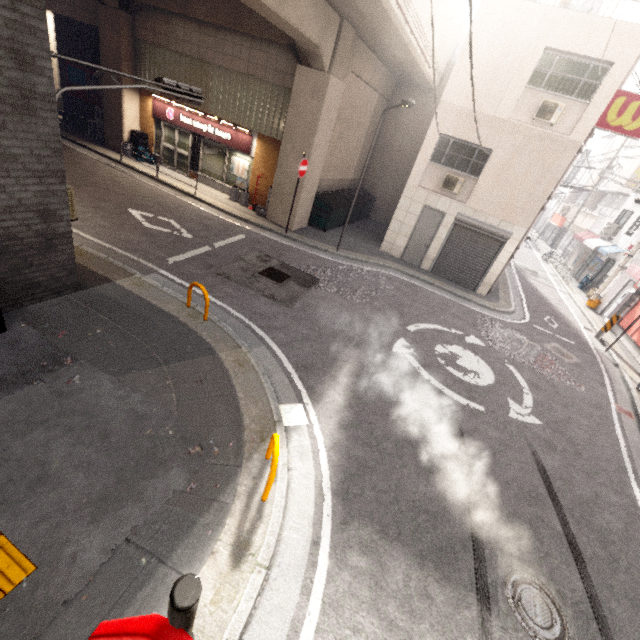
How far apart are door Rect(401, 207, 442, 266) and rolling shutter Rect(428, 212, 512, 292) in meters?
0.4 m

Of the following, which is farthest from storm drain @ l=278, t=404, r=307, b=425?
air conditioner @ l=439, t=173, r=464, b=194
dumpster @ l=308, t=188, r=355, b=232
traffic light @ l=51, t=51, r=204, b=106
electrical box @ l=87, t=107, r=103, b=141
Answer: electrical box @ l=87, t=107, r=103, b=141

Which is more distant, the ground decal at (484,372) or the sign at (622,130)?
the sign at (622,130)

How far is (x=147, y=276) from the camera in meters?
7.8 m

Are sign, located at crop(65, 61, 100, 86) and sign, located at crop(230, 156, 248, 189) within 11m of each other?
yes

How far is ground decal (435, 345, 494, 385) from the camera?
8.1 meters

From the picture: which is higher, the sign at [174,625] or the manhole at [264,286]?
the sign at [174,625]

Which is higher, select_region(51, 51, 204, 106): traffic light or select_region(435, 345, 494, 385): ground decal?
select_region(51, 51, 204, 106): traffic light
